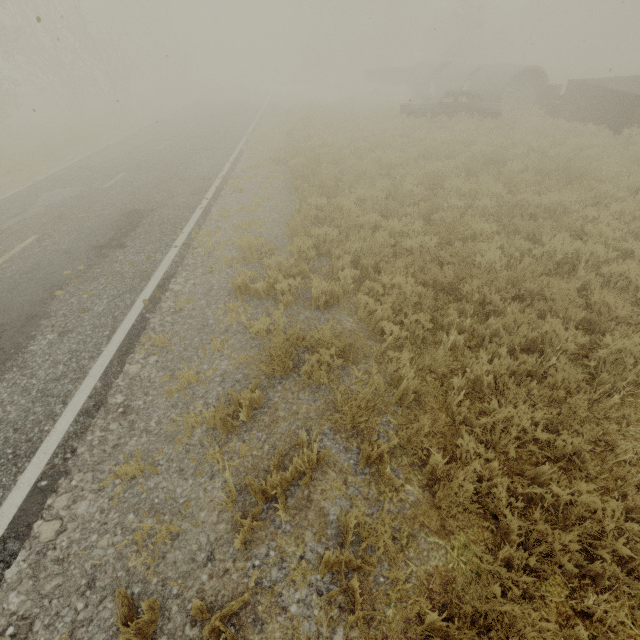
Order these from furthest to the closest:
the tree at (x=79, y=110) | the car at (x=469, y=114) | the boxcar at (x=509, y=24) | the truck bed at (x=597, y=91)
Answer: → the boxcar at (x=509, y=24) → the tree at (x=79, y=110) → the car at (x=469, y=114) → the truck bed at (x=597, y=91)

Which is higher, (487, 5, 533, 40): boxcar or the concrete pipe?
(487, 5, 533, 40): boxcar

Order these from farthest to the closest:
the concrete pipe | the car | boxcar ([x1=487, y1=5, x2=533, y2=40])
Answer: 1. boxcar ([x1=487, y1=5, x2=533, y2=40])
2. the concrete pipe
3. the car

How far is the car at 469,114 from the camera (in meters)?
14.19

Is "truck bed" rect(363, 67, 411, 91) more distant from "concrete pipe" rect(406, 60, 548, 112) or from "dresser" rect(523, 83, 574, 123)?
"dresser" rect(523, 83, 574, 123)

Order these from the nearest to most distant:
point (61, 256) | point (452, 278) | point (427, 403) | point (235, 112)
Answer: point (427, 403) < point (452, 278) < point (61, 256) < point (235, 112)

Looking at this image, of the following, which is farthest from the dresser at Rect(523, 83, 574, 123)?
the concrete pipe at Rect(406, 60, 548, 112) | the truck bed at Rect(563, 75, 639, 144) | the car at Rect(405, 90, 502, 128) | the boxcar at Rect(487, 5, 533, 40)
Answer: the boxcar at Rect(487, 5, 533, 40)

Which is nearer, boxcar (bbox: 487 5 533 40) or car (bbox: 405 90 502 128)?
car (bbox: 405 90 502 128)
